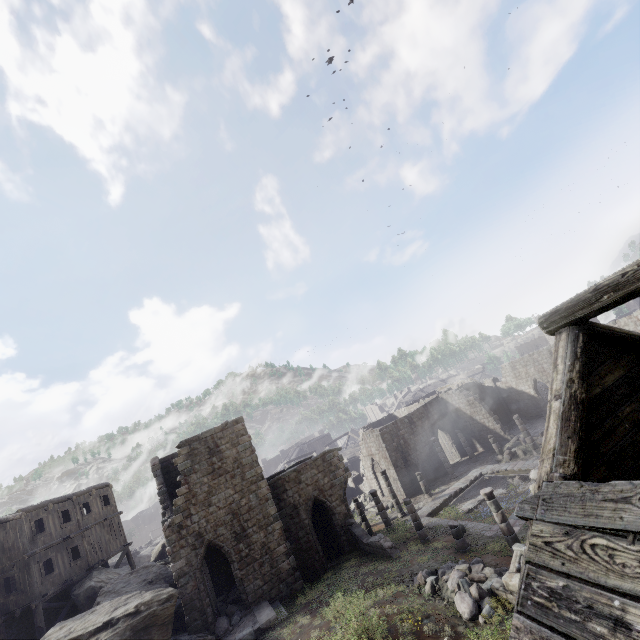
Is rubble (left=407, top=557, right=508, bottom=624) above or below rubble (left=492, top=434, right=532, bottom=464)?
above

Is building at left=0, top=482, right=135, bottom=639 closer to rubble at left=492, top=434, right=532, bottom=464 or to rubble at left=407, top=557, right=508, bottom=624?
rubble at left=492, top=434, right=532, bottom=464

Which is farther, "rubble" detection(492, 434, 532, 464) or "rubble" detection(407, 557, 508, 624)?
"rubble" detection(492, 434, 532, 464)

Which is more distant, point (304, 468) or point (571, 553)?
point (304, 468)

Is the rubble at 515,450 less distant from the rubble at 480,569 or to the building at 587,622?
the building at 587,622

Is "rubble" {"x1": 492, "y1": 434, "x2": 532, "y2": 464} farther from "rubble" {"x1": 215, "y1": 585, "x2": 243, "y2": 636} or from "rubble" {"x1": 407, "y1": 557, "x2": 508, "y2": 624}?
"rubble" {"x1": 215, "y1": 585, "x2": 243, "y2": 636}

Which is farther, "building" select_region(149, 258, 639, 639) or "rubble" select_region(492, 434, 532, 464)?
"rubble" select_region(492, 434, 532, 464)

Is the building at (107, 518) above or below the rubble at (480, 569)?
above
